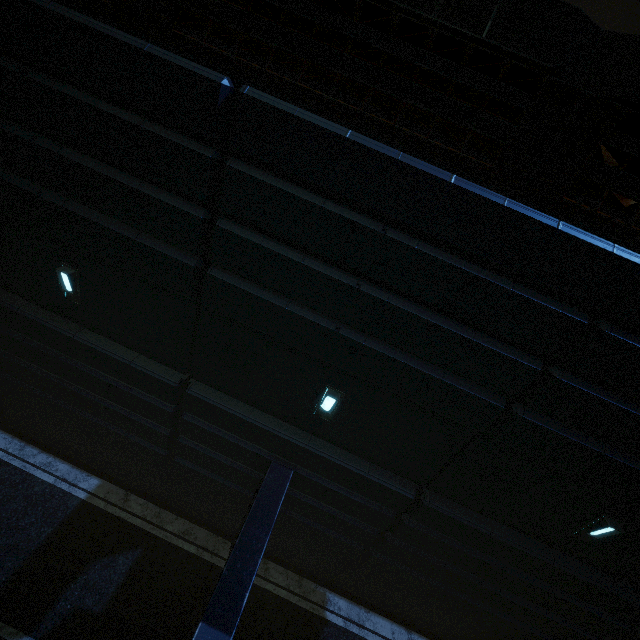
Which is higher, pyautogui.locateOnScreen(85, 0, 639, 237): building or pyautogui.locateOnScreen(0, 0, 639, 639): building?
pyautogui.locateOnScreen(85, 0, 639, 237): building

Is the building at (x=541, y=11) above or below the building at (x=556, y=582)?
above

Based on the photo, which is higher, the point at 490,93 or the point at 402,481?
the point at 490,93
